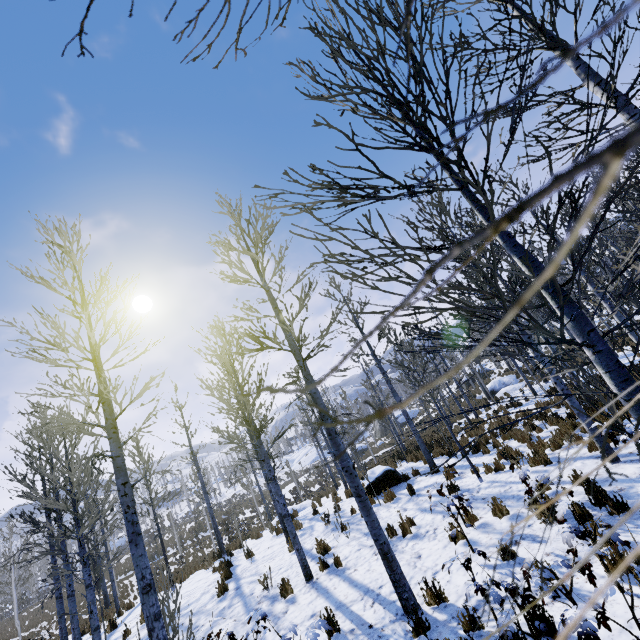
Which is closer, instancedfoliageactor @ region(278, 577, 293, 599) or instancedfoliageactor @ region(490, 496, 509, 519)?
instancedfoliageactor @ region(490, 496, 509, 519)

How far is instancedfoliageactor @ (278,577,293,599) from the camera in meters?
7.3 m

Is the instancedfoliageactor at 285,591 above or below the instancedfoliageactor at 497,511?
above

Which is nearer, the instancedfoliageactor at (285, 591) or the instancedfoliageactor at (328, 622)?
the instancedfoliageactor at (328, 622)

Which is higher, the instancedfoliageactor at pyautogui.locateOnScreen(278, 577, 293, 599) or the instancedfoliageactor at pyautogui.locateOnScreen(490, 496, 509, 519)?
the instancedfoliageactor at pyautogui.locateOnScreen(278, 577, 293, 599)

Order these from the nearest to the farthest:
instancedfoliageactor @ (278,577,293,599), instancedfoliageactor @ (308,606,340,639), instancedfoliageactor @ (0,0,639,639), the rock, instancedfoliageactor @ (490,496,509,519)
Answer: instancedfoliageactor @ (0,0,639,639) < instancedfoliageactor @ (308,606,340,639) < instancedfoliageactor @ (490,496,509,519) < instancedfoliageactor @ (278,577,293,599) < the rock

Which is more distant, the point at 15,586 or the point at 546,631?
the point at 15,586
